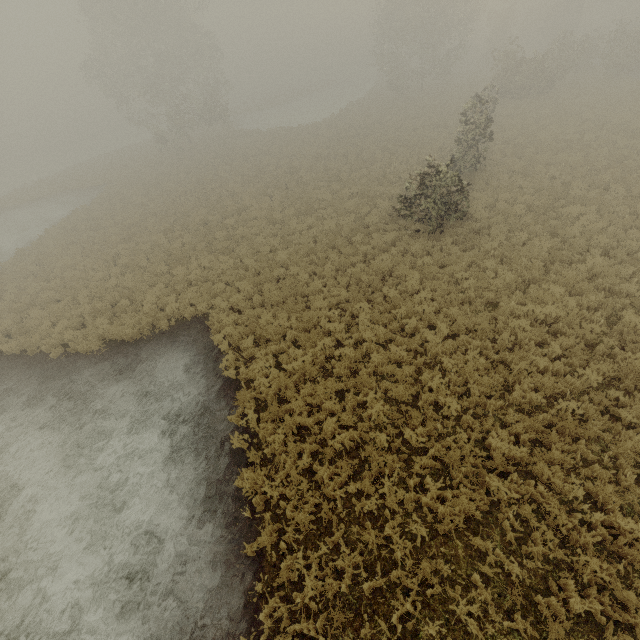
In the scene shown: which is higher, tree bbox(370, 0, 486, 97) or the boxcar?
tree bbox(370, 0, 486, 97)

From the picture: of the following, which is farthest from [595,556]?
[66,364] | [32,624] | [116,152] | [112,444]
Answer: [116,152]

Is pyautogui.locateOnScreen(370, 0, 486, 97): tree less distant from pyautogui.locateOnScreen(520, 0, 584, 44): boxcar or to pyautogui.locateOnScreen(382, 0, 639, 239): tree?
pyautogui.locateOnScreen(382, 0, 639, 239): tree

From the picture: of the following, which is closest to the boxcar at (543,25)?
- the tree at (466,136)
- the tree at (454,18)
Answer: the tree at (466,136)

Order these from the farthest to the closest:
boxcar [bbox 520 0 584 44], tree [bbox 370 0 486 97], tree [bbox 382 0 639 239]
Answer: boxcar [bbox 520 0 584 44]
tree [bbox 370 0 486 97]
tree [bbox 382 0 639 239]

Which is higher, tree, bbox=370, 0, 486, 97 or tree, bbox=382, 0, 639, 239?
tree, bbox=370, 0, 486, 97

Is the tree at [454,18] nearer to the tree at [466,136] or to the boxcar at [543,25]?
the tree at [466,136]

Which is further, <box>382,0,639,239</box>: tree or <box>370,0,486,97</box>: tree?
<box>370,0,486,97</box>: tree
